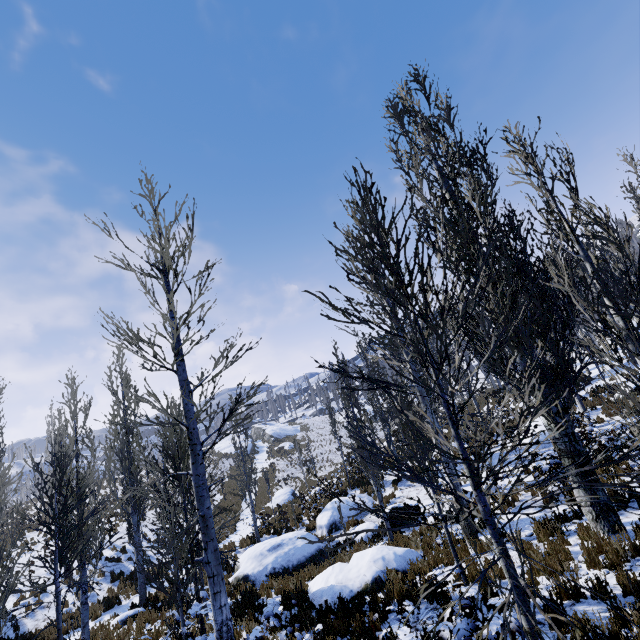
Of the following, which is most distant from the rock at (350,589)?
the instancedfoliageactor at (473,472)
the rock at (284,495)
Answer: the rock at (284,495)

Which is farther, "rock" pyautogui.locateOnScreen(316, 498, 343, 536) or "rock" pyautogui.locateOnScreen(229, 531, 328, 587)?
"rock" pyautogui.locateOnScreen(316, 498, 343, 536)

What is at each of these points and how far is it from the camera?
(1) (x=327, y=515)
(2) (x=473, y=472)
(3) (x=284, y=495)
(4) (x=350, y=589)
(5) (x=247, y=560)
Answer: (1) rock, 16.81m
(2) instancedfoliageactor, 3.01m
(3) rock, 24.97m
(4) rock, 8.50m
(5) rock, 13.24m

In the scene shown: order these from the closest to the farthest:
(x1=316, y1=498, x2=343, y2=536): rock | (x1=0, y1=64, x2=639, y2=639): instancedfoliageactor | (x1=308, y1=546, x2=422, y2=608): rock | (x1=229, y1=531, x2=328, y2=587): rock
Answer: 1. (x1=0, y1=64, x2=639, y2=639): instancedfoliageactor
2. (x1=308, y1=546, x2=422, y2=608): rock
3. (x1=229, y1=531, x2=328, y2=587): rock
4. (x1=316, y1=498, x2=343, y2=536): rock

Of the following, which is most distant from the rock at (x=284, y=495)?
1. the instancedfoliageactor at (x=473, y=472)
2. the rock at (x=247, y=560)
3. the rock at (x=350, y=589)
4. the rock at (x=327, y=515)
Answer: the rock at (x=350, y=589)

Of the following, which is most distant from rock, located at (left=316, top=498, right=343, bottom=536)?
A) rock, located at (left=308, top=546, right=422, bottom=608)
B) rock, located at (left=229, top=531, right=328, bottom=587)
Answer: rock, located at (left=308, top=546, right=422, bottom=608)

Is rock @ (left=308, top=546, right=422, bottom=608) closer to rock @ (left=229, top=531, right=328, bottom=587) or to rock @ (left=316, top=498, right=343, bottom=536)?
rock @ (left=229, top=531, right=328, bottom=587)

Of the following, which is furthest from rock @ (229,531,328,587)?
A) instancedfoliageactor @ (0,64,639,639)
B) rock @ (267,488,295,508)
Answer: rock @ (267,488,295,508)
